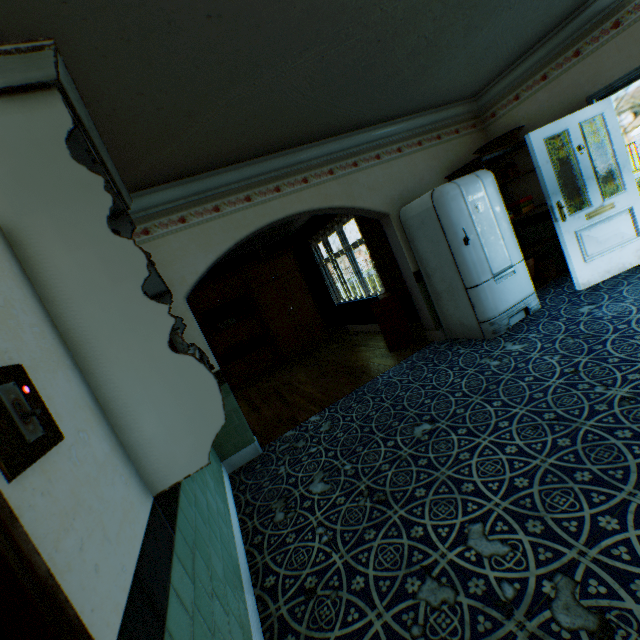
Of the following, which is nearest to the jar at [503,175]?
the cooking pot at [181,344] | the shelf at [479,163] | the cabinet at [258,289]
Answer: the shelf at [479,163]

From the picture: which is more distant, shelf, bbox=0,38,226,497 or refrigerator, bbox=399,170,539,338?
refrigerator, bbox=399,170,539,338

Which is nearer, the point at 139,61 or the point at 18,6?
the point at 18,6

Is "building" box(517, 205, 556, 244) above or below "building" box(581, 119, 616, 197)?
below

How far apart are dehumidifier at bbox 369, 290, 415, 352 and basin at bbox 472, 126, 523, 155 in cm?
243

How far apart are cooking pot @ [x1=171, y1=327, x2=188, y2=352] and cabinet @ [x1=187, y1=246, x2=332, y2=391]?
5.87m

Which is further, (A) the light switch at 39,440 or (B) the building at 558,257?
(B) the building at 558,257

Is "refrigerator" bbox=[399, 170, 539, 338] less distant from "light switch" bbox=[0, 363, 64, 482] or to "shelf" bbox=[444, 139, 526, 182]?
"shelf" bbox=[444, 139, 526, 182]
